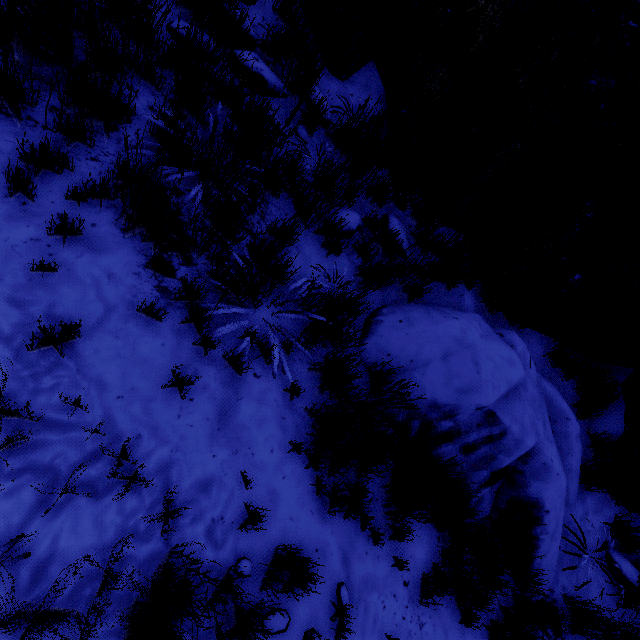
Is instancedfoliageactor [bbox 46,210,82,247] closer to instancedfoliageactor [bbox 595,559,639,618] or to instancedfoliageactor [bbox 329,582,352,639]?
instancedfoliageactor [bbox 329,582,352,639]

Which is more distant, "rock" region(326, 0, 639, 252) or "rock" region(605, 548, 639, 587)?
"rock" region(605, 548, 639, 587)

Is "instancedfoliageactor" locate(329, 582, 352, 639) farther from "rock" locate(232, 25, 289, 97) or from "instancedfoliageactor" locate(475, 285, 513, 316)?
"instancedfoliageactor" locate(475, 285, 513, 316)

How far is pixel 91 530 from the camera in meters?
1.6

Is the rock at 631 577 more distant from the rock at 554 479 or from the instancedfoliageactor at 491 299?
the instancedfoliageactor at 491 299

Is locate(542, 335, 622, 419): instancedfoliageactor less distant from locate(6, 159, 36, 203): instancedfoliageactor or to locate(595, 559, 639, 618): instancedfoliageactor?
locate(595, 559, 639, 618): instancedfoliageactor

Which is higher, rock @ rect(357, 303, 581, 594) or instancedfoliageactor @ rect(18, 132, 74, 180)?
rock @ rect(357, 303, 581, 594)

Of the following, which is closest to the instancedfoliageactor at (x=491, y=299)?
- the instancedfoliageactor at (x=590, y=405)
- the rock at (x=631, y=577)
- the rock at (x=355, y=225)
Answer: the instancedfoliageactor at (x=590, y=405)
